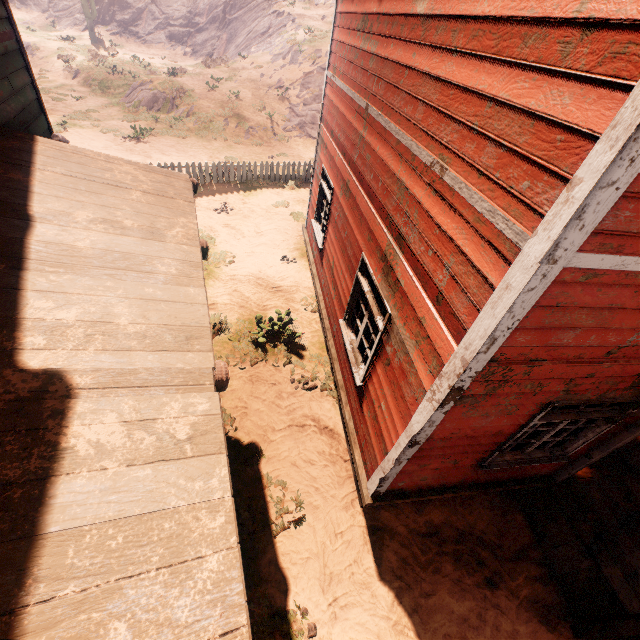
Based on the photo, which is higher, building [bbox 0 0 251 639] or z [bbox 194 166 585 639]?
building [bbox 0 0 251 639]

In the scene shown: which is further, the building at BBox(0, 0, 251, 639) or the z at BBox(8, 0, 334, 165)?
the z at BBox(8, 0, 334, 165)

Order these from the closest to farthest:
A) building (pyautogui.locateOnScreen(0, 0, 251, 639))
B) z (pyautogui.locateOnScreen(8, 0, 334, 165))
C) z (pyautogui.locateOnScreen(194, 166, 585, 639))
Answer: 1. building (pyautogui.locateOnScreen(0, 0, 251, 639))
2. z (pyautogui.locateOnScreen(194, 166, 585, 639))
3. z (pyautogui.locateOnScreen(8, 0, 334, 165))

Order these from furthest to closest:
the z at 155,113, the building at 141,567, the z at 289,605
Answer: the z at 155,113 < the z at 289,605 < the building at 141,567

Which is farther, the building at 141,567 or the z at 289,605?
the z at 289,605

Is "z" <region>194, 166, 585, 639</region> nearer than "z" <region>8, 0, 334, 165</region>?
Yes

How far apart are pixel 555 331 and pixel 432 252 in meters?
1.2 m
